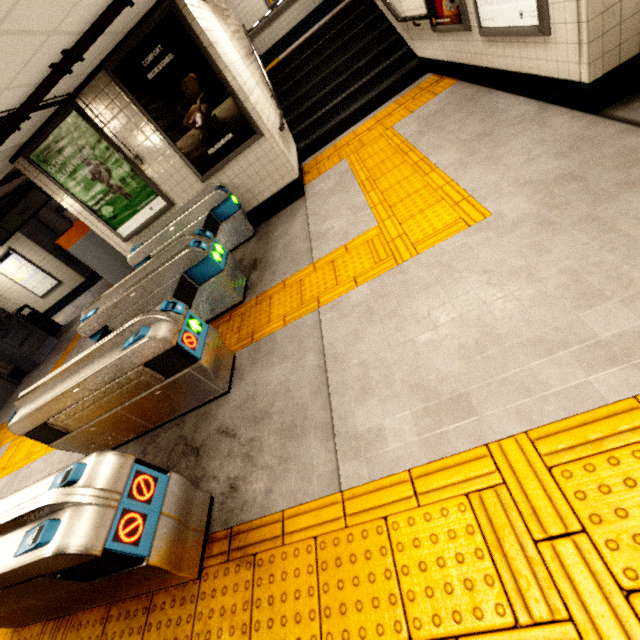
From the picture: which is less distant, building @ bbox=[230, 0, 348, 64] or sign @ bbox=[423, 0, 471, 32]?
sign @ bbox=[423, 0, 471, 32]

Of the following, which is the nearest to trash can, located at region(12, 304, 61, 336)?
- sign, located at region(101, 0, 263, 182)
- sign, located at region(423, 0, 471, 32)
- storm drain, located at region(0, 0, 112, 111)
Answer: storm drain, located at region(0, 0, 112, 111)

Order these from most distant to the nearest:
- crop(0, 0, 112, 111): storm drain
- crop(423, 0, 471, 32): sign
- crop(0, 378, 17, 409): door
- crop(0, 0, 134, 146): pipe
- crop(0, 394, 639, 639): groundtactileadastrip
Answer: crop(0, 378, 17, 409): door, crop(423, 0, 471, 32): sign, crop(0, 0, 134, 146): pipe, crop(0, 0, 112, 111): storm drain, crop(0, 394, 639, 639): groundtactileadastrip

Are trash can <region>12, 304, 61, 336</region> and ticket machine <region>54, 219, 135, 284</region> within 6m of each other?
yes

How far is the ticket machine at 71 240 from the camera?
5.9 meters

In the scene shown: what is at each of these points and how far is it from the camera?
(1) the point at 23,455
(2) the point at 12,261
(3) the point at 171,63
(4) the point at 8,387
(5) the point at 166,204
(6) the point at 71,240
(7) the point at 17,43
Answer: (1) groundtactileadastrip, 5.3m
(2) sign, 11.2m
(3) sign, 4.3m
(4) door, 8.4m
(5) sign, 5.5m
(6) ticket machine, 5.9m
(7) storm drain, 2.6m

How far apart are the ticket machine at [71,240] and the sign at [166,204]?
0.47m

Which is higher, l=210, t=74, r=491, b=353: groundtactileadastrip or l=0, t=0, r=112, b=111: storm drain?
l=0, t=0, r=112, b=111: storm drain
